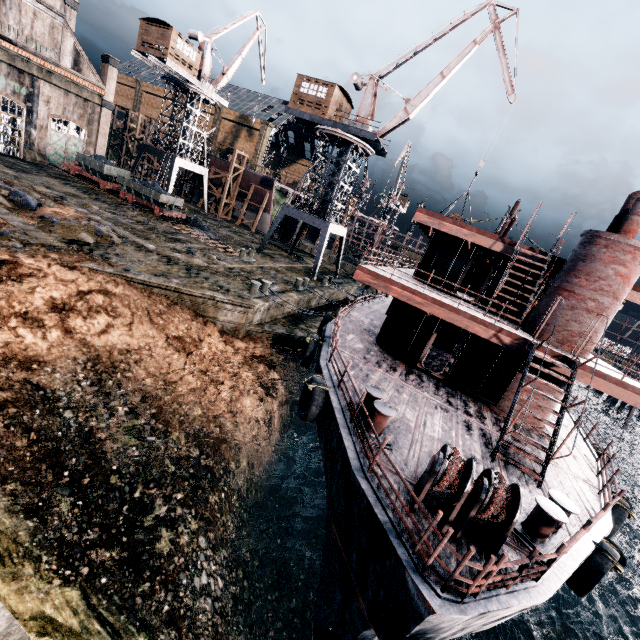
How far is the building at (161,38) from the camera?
34.3 meters

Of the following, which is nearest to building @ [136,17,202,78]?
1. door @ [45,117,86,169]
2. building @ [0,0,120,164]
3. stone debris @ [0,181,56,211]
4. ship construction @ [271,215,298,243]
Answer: building @ [0,0,120,164]

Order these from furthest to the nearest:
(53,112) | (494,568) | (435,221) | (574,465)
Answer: (53,112) < (435,221) < (574,465) < (494,568)

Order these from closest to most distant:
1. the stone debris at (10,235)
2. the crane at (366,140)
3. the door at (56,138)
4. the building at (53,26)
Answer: the stone debris at (10,235), the crane at (366,140), the building at (53,26), the door at (56,138)

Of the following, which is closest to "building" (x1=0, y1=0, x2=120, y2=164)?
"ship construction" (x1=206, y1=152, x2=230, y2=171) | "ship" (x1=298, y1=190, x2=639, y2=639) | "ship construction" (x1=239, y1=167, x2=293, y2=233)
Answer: "ship construction" (x1=206, y1=152, x2=230, y2=171)

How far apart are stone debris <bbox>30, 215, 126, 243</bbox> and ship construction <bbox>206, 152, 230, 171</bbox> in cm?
3295

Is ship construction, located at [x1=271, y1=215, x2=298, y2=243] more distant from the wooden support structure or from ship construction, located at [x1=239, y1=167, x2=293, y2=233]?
the wooden support structure

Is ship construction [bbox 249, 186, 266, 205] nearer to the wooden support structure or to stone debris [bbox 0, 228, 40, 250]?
stone debris [bbox 0, 228, 40, 250]
